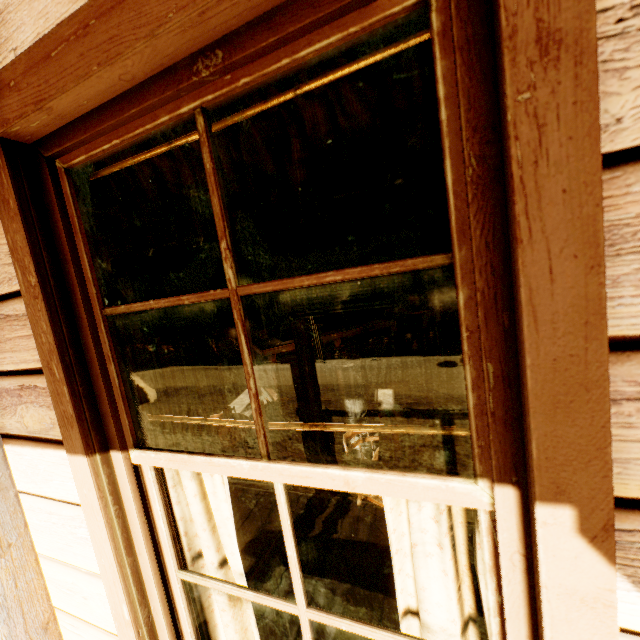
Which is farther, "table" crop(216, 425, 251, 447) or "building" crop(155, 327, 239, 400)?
"building" crop(155, 327, 239, 400)

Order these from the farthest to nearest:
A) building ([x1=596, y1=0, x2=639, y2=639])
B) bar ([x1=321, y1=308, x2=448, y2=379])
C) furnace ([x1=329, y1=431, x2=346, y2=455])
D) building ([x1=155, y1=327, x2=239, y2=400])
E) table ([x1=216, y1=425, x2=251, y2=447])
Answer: building ([x1=155, y1=327, x2=239, y2=400])
bar ([x1=321, y1=308, x2=448, y2=379])
furnace ([x1=329, y1=431, x2=346, y2=455])
table ([x1=216, y1=425, x2=251, y2=447])
building ([x1=596, y1=0, x2=639, y2=639])

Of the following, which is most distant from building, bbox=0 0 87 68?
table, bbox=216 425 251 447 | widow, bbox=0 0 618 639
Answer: table, bbox=216 425 251 447

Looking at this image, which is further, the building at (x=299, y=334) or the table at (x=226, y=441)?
the building at (x=299, y=334)

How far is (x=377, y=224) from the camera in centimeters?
87cm

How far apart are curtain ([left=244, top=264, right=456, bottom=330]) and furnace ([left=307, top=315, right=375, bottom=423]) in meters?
2.8 m

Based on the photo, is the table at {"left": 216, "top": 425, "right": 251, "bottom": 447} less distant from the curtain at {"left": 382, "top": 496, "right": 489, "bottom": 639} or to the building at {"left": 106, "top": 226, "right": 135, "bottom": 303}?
the building at {"left": 106, "top": 226, "right": 135, "bottom": 303}

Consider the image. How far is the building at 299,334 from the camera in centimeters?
402cm
